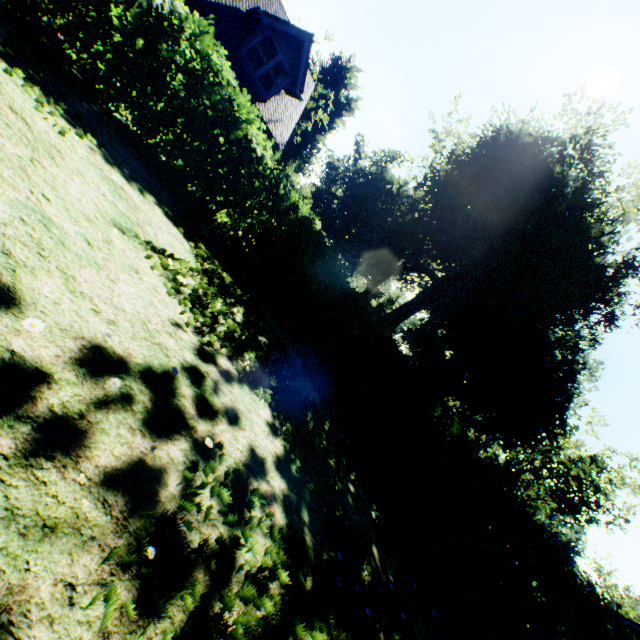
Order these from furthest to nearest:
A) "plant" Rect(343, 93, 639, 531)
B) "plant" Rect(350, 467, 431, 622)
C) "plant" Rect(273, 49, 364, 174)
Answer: "plant" Rect(273, 49, 364, 174) → "plant" Rect(343, 93, 639, 531) → "plant" Rect(350, 467, 431, 622)

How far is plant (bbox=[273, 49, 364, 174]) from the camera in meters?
41.2

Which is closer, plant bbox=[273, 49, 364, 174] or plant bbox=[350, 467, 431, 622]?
plant bbox=[350, 467, 431, 622]

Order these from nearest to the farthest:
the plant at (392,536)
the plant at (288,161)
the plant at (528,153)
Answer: the plant at (392,536) < the plant at (528,153) < the plant at (288,161)

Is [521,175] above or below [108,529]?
above

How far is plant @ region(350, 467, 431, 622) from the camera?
4.77m

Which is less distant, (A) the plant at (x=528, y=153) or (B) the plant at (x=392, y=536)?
(B) the plant at (x=392, y=536)
